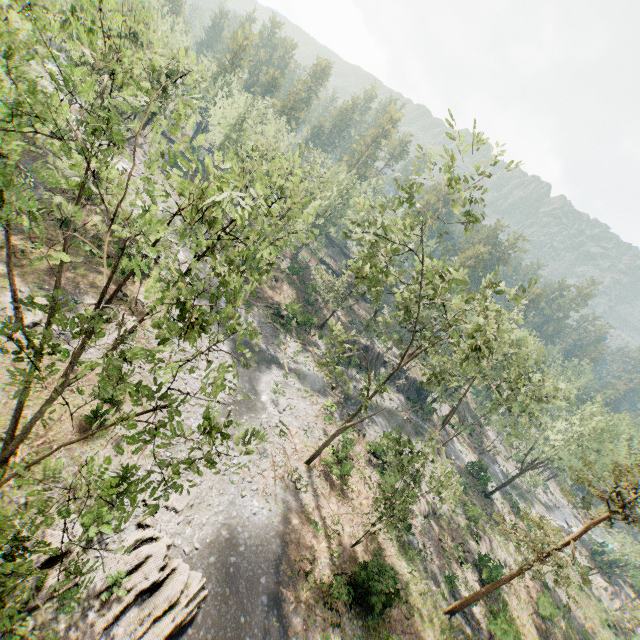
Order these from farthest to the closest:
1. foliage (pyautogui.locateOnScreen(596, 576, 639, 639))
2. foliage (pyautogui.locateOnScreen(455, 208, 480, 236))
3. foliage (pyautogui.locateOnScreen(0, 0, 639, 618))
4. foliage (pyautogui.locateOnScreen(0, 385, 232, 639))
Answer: foliage (pyautogui.locateOnScreen(596, 576, 639, 639)), foliage (pyautogui.locateOnScreen(455, 208, 480, 236)), foliage (pyautogui.locateOnScreen(0, 0, 639, 618)), foliage (pyautogui.locateOnScreen(0, 385, 232, 639))

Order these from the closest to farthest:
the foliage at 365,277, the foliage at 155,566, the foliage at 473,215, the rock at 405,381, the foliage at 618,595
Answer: the foliage at 155,566, the foliage at 365,277, the foliage at 473,215, the foliage at 618,595, the rock at 405,381

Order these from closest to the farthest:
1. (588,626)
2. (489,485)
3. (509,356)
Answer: (588,626) < (509,356) < (489,485)

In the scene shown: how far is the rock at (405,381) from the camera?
51.5m

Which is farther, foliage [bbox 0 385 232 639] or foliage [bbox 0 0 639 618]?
foliage [bbox 0 0 639 618]

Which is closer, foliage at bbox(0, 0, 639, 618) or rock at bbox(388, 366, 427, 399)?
foliage at bbox(0, 0, 639, 618)
